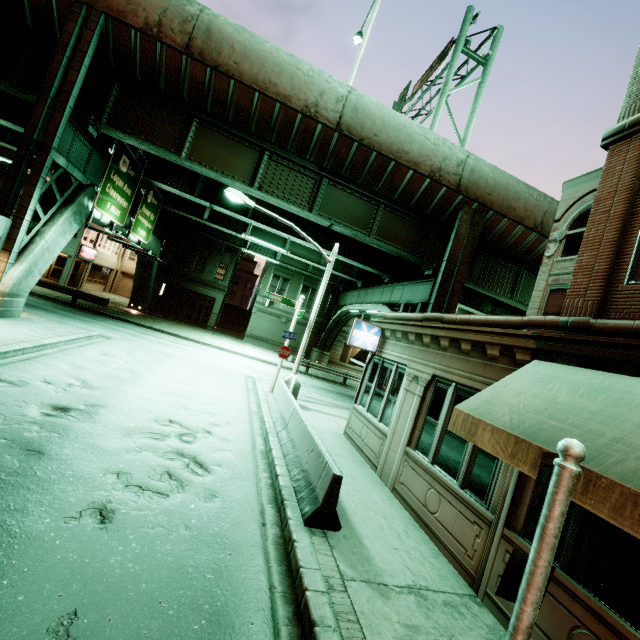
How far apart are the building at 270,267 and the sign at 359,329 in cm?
2479

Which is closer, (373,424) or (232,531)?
(232,531)

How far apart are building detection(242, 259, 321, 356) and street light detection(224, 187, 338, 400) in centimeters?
2153cm

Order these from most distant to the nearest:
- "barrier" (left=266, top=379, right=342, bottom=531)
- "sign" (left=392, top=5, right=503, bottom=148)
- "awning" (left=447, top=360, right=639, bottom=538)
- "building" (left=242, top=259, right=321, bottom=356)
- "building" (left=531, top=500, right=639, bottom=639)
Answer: "building" (left=242, top=259, right=321, bottom=356), "sign" (left=392, top=5, right=503, bottom=148), "barrier" (left=266, top=379, right=342, bottom=531), "building" (left=531, top=500, right=639, bottom=639), "awning" (left=447, top=360, right=639, bottom=538)

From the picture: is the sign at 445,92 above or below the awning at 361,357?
above

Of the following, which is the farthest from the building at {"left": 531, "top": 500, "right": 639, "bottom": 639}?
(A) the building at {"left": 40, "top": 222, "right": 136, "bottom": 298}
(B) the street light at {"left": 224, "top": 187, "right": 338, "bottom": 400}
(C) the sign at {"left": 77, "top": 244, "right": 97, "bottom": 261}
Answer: (C) the sign at {"left": 77, "top": 244, "right": 97, "bottom": 261}

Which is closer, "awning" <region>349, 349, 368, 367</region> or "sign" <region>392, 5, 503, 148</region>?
"awning" <region>349, 349, 368, 367</region>

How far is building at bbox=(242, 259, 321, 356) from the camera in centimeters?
3525cm
